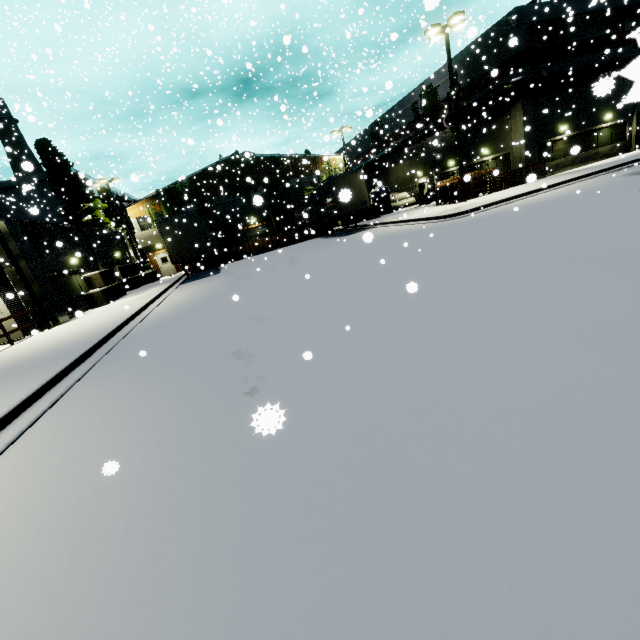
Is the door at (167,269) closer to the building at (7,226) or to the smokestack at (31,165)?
the building at (7,226)

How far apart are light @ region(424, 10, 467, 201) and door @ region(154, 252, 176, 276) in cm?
2903

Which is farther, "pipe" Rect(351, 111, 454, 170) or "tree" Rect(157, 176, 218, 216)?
"tree" Rect(157, 176, 218, 216)

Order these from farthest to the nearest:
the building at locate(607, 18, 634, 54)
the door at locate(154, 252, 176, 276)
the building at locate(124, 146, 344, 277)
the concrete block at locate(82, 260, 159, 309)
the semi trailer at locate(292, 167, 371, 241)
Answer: the door at locate(154, 252, 176, 276) < the building at locate(124, 146, 344, 277) < the building at locate(607, 18, 634, 54) < the semi trailer at locate(292, 167, 371, 241) < the concrete block at locate(82, 260, 159, 309)

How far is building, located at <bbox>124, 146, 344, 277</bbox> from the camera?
33.0 meters

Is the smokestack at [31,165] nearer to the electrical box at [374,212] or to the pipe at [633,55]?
the electrical box at [374,212]

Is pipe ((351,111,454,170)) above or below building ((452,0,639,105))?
below

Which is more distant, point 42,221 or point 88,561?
point 42,221
